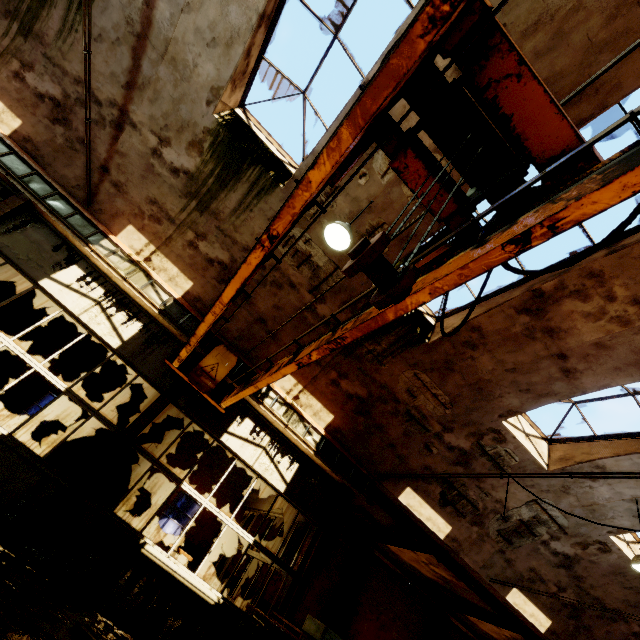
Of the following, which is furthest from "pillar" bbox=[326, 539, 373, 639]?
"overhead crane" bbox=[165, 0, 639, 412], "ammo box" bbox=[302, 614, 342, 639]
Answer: "overhead crane" bbox=[165, 0, 639, 412]

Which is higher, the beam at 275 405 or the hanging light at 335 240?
the hanging light at 335 240

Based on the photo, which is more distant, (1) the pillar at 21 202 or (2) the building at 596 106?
(1) the pillar at 21 202

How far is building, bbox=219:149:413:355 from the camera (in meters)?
6.38

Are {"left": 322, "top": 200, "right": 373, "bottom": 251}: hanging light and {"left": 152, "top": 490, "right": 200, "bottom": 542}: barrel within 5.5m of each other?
no

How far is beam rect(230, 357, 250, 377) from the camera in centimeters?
772cm

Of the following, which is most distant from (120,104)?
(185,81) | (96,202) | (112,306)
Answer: (112,306)

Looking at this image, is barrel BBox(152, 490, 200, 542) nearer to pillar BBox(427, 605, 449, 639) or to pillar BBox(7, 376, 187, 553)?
pillar BBox(7, 376, 187, 553)
